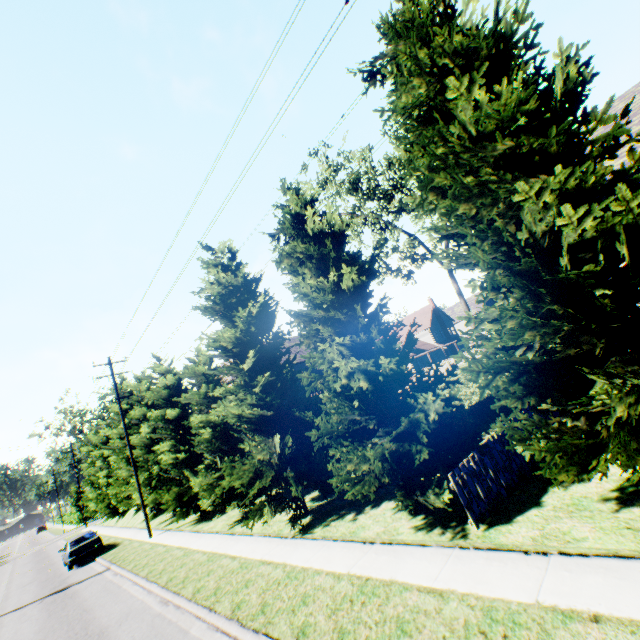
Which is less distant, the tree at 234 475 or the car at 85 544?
the tree at 234 475

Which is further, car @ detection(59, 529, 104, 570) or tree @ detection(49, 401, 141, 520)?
tree @ detection(49, 401, 141, 520)

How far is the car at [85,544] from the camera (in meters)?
20.09

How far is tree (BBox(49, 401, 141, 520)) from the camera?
27.0m

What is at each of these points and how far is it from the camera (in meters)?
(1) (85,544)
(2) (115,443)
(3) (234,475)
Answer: (1) car, 20.59
(2) tree, 27.31
(3) tree, 11.74

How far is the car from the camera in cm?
2009

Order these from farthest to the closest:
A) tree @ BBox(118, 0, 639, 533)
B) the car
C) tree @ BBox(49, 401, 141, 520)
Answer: tree @ BBox(49, 401, 141, 520) → the car → tree @ BBox(118, 0, 639, 533)
